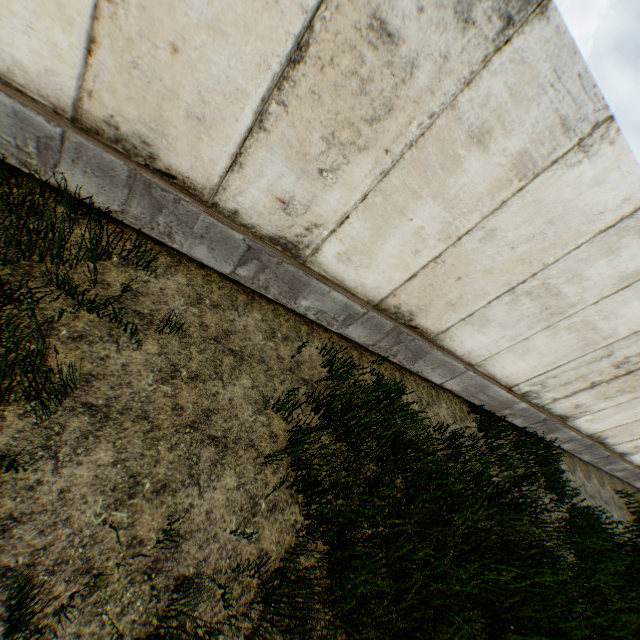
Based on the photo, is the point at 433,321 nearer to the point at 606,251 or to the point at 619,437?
the point at 606,251
